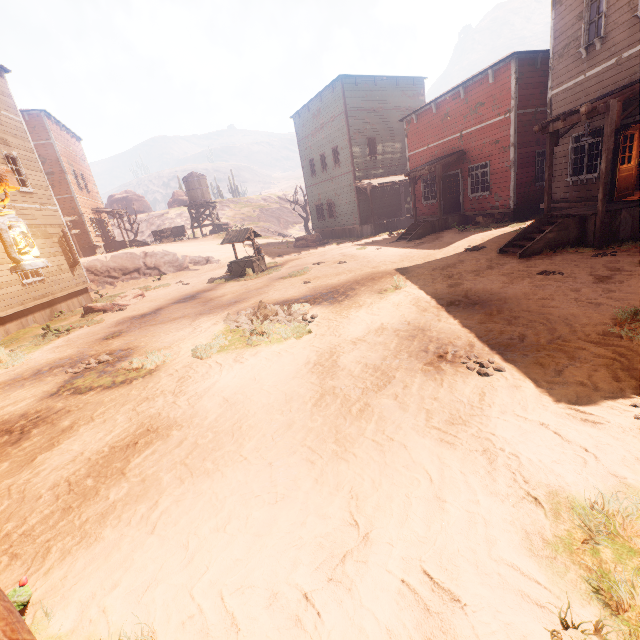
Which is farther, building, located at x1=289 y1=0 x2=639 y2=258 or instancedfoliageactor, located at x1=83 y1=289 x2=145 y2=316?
instancedfoliageactor, located at x1=83 y1=289 x2=145 y2=316

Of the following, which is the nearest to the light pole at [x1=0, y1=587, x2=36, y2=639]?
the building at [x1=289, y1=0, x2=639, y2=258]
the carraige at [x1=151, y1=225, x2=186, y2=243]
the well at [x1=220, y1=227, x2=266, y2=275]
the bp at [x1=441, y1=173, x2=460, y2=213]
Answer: the building at [x1=289, y1=0, x2=639, y2=258]

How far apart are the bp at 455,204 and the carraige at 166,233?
27.58m

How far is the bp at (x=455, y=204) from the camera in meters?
19.0

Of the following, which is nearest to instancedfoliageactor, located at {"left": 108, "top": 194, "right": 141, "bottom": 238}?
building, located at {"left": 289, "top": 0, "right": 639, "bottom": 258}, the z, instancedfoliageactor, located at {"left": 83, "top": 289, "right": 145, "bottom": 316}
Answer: the z

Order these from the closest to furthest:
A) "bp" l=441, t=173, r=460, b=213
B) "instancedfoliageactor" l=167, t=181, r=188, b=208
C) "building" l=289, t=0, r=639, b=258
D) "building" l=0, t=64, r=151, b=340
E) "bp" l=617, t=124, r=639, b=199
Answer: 1. "building" l=289, t=0, r=639, b=258
2. "bp" l=617, t=124, r=639, b=199
3. "building" l=0, t=64, r=151, b=340
4. "bp" l=441, t=173, r=460, b=213
5. "instancedfoliageactor" l=167, t=181, r=188, b=208

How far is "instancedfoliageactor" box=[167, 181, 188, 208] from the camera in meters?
54.8

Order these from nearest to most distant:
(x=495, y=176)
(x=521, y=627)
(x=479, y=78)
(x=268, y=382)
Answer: (x=521, y=627), (x=268, y=382), (x=479, y=78), (x=495, y=176)
